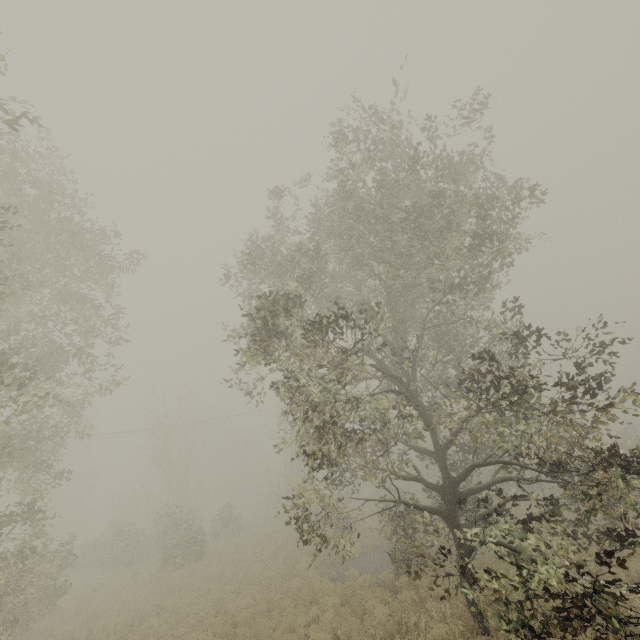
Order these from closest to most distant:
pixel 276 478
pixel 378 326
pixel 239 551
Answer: pixel 378 326 → pixel 239 551 → pixel 276 478
